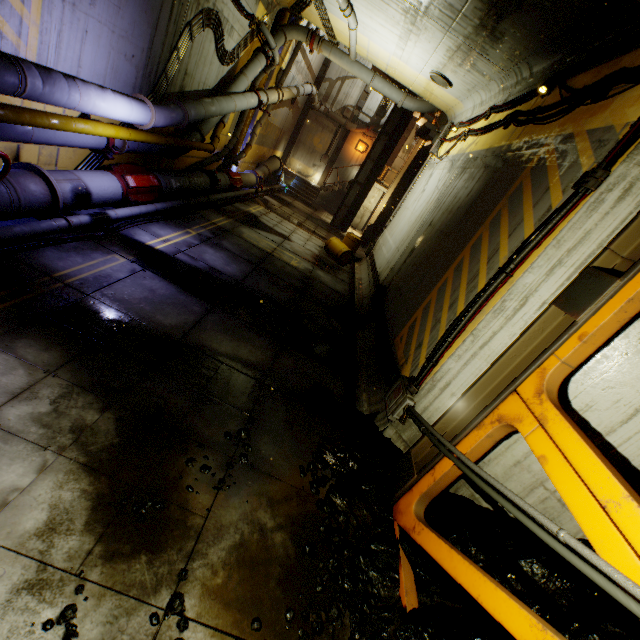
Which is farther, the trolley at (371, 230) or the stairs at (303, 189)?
the stairs at (303, 189)

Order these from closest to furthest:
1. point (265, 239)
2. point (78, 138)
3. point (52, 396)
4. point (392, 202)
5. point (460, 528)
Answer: point (52, 396) < point (460, 528) < point (78, 138) < point (265, 239) < point (392, 202)

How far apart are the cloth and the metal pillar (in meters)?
5.29

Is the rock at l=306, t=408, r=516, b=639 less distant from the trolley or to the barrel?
the barrel

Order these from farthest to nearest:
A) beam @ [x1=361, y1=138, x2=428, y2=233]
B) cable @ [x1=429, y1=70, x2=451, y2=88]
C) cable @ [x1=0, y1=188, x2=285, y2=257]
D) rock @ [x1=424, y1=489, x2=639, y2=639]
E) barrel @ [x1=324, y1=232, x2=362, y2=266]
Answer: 1. beam @ [x1=361, y1=138, x2=428, y2=233]
2. barrel @ [x1=324, y1=232, x2=362, y2=266]
3. cable @ [x1=429, y1=70, x2=451, y2=88]
4. cable @ [x1=0, y1=188, x2=285, y2=257]
5. rock @ [x1=424, y1=489, x2=639, y2=639]

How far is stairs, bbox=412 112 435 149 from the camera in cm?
1612

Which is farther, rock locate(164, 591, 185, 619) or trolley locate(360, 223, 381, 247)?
trolley locate(360, 223, 381, 247)

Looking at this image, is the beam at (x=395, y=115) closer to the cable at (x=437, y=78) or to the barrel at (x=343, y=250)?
the barrel at (x=343, y=250)
